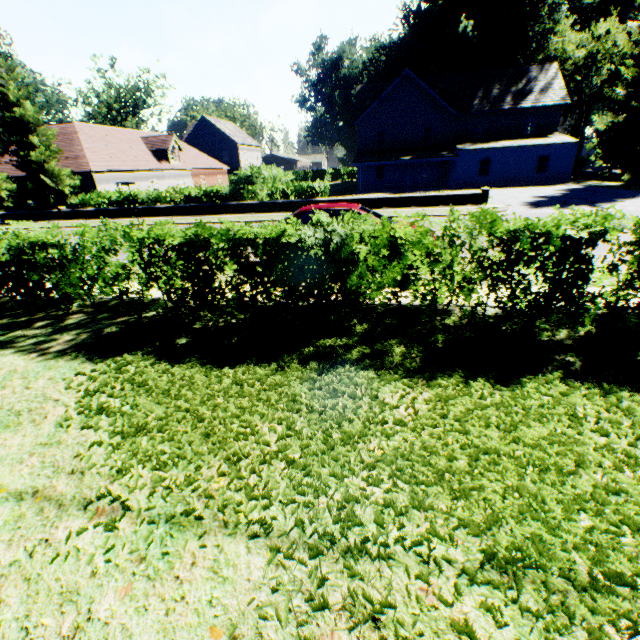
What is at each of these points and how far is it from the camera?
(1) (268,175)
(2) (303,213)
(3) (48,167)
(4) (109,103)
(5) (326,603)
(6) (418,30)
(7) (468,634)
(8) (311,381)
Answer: (1) hedge, 23.58m
(2) car, 8.73m
(3) tree, 24.50m
(4) tree, 49.75m
(5) plant, 2.11m
(6) plant, 46.81m
(7) plant, 1.93m
(8) plant, 4.23m

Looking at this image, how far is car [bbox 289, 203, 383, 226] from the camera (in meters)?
8.52

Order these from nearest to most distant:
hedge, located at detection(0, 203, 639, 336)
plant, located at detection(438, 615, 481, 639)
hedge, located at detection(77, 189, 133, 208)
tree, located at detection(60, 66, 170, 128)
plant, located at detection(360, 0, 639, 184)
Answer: plant, located at detection(438, 615, 481, 639) → hedge, located at detection(0, 203, 639, 336) → hedge, located at detection(77, 189, 133, 208) → plant, located at detection(360, 0, 639, 184) → tree, located at detection(60, 66, 170, 128)

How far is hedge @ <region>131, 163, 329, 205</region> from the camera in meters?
21.3

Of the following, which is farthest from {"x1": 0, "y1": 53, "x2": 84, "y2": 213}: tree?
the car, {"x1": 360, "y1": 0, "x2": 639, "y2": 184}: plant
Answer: the car

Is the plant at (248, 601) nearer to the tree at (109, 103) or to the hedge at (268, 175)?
the tree at (109, 103)

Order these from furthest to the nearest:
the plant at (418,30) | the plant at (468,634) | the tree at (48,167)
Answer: the plant at (418,30), the tree at (48,167), the plant at (468,634)

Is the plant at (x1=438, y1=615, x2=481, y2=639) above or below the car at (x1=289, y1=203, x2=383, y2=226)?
below
